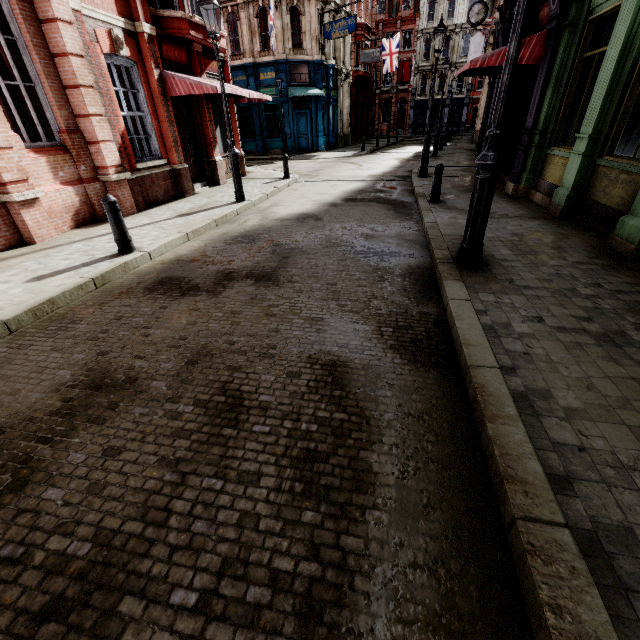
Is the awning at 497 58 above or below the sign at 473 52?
below

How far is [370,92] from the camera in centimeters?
3803cm

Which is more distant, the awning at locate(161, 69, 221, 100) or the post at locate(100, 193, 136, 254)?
the awning at locate(161, 69, 221, 100)

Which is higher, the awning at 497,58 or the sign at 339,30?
the sign at 339,30

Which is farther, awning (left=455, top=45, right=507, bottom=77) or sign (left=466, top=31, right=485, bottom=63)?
sign (left=466, top=31, right=485, bottom=63)

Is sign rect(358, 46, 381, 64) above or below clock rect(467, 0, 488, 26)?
above

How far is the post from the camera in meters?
5.3

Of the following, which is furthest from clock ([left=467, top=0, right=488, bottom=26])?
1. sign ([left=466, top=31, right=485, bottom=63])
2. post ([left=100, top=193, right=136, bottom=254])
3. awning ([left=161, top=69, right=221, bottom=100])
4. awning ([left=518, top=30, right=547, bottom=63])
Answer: post ([left=100, top=193, right=136, bottom=254])
